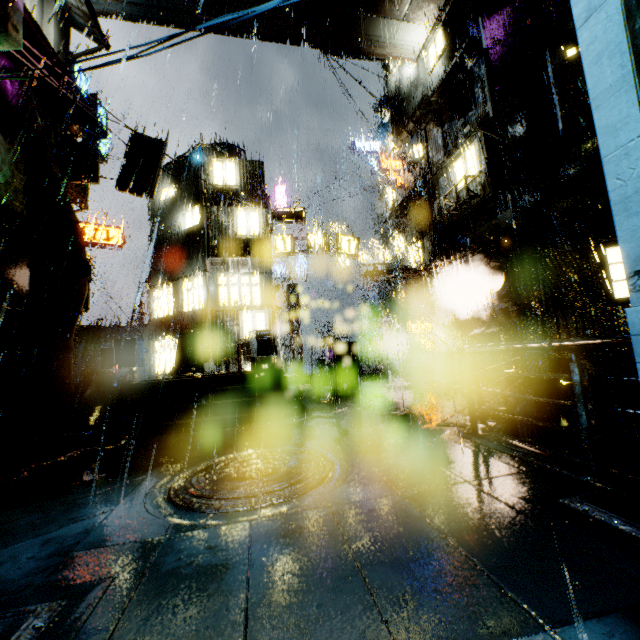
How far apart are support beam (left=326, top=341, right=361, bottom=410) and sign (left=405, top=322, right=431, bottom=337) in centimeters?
1041cm

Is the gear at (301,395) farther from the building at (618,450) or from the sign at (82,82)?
the sign at (82,82)

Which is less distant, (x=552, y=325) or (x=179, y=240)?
(x=552, y=325)

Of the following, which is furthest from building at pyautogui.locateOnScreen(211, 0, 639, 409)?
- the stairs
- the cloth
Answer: the stairs

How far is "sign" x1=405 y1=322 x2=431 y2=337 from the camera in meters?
23.2 m

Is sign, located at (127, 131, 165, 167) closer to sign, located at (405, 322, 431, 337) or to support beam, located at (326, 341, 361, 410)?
support beam, located at (326, 341, 361, 410)

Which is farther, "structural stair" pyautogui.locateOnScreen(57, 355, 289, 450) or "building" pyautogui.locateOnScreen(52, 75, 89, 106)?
"building" pyautogui.locateOnScreen(52, 75, 89, 106)

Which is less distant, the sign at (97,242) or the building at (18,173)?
the building at (18,173)
